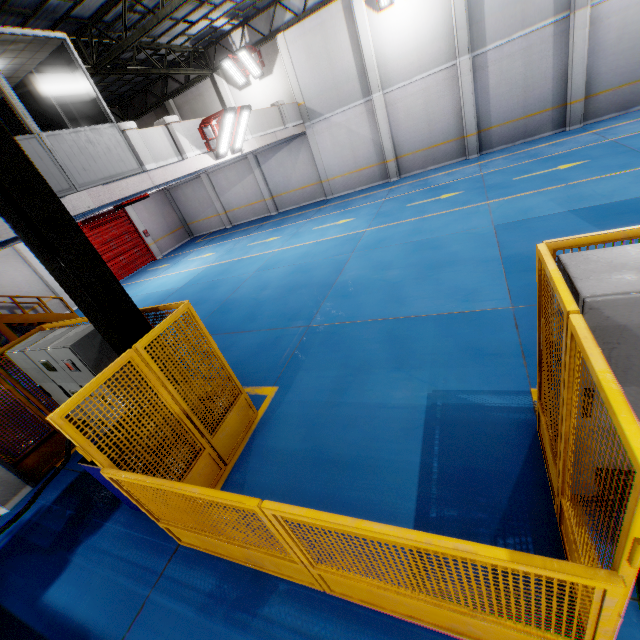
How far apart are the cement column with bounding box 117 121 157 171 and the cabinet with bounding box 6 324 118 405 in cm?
500

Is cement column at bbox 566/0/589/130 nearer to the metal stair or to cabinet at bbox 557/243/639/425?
cabinet at bbox 557/243/639/425

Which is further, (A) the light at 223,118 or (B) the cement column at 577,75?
(B) the cement column at 577,75

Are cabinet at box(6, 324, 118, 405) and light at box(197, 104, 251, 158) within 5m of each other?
no

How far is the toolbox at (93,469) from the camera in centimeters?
380cm

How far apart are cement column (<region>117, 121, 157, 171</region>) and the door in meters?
12.0

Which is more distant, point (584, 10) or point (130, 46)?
point (584, 10)

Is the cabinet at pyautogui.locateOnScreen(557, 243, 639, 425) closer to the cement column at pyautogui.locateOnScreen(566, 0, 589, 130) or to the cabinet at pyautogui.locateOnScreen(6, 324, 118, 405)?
the cabinet at pyautogui.locateOnScreen(6, 324, 118, 405)
